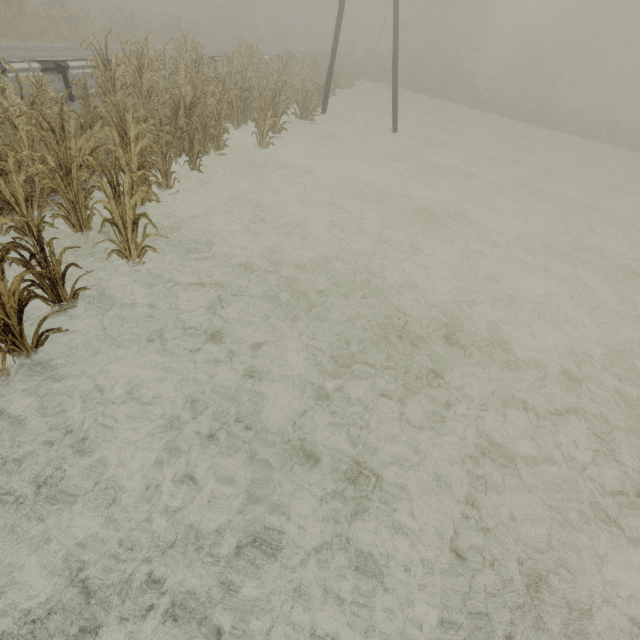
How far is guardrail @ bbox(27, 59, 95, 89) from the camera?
8.6m

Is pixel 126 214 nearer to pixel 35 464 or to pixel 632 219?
pixel 35 464

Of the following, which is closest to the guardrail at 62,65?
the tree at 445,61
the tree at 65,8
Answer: the tree at 65,8

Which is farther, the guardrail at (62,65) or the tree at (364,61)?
the tree at (364,61)

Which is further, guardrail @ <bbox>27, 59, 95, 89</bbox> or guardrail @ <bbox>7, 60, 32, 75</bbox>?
guardrail @ <bbox>27, 59, 95, 89</bbox>

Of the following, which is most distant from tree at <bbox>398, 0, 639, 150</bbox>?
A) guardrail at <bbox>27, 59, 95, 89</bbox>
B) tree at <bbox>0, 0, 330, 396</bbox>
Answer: guardrail at <bbox>27, 59, 95, 89</bbox>

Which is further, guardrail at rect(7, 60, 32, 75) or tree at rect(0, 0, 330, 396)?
guardrail at rect(7, 60, 32, 75)
